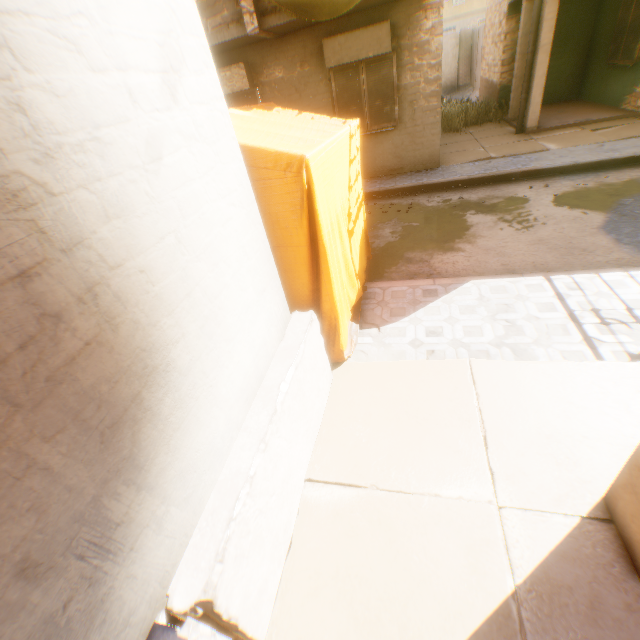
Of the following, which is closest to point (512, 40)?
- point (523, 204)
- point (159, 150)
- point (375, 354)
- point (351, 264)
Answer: point (523, 204)

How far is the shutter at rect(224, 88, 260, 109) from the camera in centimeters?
895cm

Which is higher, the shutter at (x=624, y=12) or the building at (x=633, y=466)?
the shutter at (x=624, y=12)

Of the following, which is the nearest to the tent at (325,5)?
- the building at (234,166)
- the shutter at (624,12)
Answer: the building at (234,166)

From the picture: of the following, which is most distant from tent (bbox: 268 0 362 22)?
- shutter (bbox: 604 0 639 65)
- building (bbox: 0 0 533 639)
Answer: shutter (bbox: 604 0 639 65)

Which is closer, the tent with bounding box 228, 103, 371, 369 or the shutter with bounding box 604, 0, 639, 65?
the tent with bounding box 228, 103, 371, 369

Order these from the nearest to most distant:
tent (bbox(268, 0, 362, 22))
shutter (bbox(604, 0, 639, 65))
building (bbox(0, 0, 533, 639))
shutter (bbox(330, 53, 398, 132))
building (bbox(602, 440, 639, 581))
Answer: building (bbox(0, 0, 533, 639)) < building (bbox(602, 440, 639, 581)) < tent (bbox(268, 0, 362, 22)) < shutter (bbox(330, 53, 398, 132)) < shutter (bbox(604, 0, 639, 65))

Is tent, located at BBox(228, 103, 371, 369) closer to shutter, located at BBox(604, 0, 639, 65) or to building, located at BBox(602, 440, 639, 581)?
building, located at BBox(602, 440, 639, 581)
